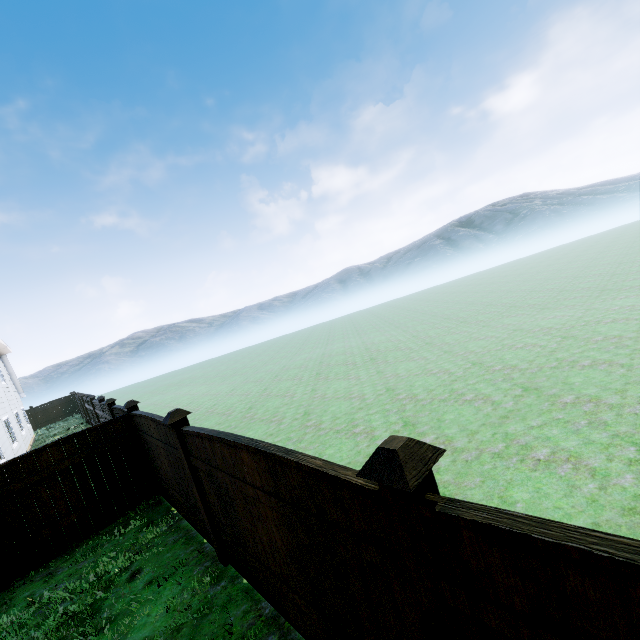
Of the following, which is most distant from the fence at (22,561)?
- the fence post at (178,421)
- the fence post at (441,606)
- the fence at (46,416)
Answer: the fence at (46,416)

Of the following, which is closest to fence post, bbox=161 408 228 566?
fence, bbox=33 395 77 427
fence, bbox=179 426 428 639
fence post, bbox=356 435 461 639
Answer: fence, bbox=179 426 428 639

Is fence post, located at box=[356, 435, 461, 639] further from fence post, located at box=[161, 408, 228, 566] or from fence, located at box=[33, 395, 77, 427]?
fence, located at box=[33, 395, 77, 427]

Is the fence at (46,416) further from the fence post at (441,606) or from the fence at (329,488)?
the fence post at (441,606)

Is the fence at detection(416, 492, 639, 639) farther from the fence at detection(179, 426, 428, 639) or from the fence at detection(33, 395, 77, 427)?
the fence at detection(33, 395, 77, 427)

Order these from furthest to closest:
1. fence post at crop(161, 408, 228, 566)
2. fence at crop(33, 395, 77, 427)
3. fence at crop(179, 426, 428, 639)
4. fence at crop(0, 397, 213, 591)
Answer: fence at crop(33, 395, 77, 427) < fence at crop(0, 397, 213, 591) < fence post at crop(161, 408, 228, 566) < fence at crop(179, 426, 428, 639)

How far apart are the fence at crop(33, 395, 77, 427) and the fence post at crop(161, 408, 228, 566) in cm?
3420

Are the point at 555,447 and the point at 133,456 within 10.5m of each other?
yes
